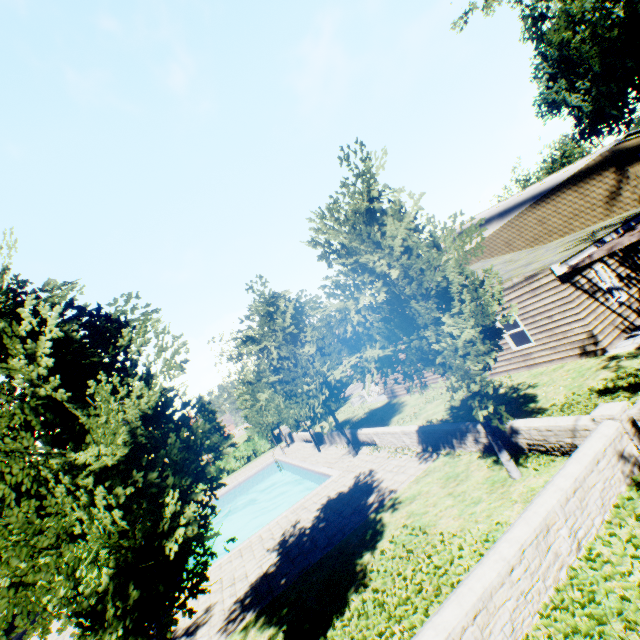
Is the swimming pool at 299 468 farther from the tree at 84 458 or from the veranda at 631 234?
the veranda at 631 234

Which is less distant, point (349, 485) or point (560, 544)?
point (560, 544)

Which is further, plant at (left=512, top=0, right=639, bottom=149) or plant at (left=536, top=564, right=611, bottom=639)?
plant at (left=512, top=0, right=639, bottom=149)

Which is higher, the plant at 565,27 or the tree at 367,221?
the plant at 565,27

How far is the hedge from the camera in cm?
3167

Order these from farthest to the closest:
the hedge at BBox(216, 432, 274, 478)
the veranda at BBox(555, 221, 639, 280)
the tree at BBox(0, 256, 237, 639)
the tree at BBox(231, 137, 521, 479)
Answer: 1. the hedge at BBox(216, 432, 274, 478)
2. the veranda at BBox(555, 221, 639, 280)
3. the tree at BBox(231, 137, 521, 479)
4. the tree at BBox(0, 256, 237, 639)

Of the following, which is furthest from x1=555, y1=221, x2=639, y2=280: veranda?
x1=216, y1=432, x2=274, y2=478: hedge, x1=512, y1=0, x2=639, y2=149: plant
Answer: x1=216, y1=432, x2=274, y2=478: hedge

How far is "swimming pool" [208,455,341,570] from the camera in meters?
12.9
